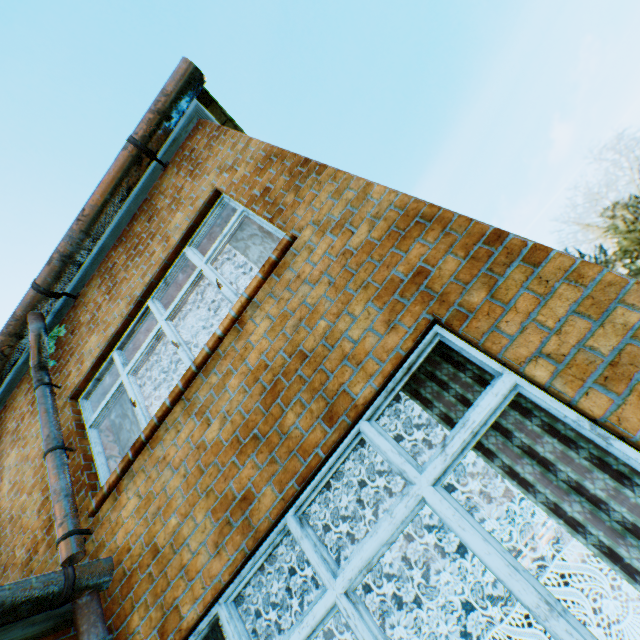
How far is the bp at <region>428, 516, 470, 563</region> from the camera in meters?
11.3 m

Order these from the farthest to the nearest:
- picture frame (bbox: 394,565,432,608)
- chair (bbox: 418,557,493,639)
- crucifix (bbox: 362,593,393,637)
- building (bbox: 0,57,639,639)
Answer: Result: picture frame (bbox: 394,565,432,608) < chair (bbox: 418,557,493,639) < crucifix (bbox: 362,593,393,637) < building (bbox: 0,57,639,639)

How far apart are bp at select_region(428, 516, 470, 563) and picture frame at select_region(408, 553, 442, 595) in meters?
2.5 m

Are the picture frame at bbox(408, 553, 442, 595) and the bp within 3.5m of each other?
yes

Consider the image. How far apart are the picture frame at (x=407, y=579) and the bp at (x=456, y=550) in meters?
3.7

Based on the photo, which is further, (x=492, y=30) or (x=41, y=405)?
(x=492, y=30)

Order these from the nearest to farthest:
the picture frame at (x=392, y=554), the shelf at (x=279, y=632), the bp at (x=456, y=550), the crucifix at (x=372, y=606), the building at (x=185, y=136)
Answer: the building at (x=185, y=136)
the crucifix at (x=372, y=606)
the shelf at (x=279, y=632)
the picture frame at (x=392, y=554)
the bp at (x=456, y=550)

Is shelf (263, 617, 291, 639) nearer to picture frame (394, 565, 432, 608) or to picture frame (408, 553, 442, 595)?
picture frame (394, 565, 432, 608)
